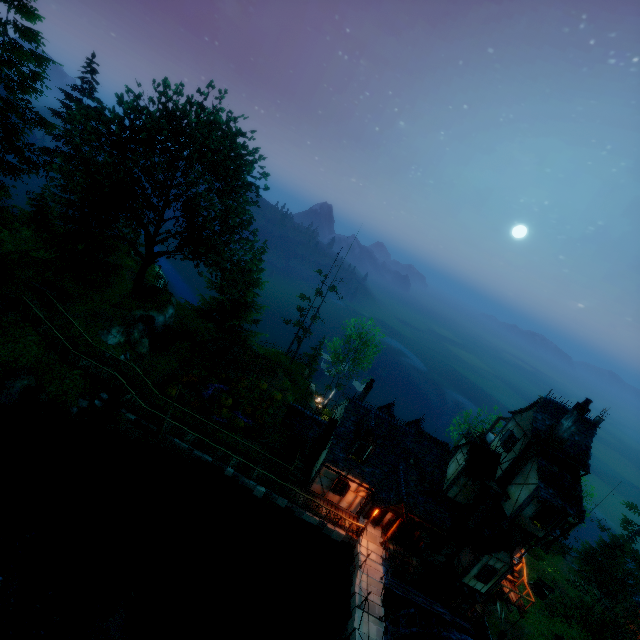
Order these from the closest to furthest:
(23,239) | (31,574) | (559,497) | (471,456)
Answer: (31,574) → (559,497) → (471,456) → (23,239)

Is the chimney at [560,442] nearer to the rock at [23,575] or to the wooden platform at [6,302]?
the rock at [23,575]

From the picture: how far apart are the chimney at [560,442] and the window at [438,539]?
9.3 meters

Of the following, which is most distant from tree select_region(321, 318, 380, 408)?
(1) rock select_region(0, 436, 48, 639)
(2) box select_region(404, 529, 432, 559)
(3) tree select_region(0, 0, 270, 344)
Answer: (1) rock select_region(0, 436, 48, 639)

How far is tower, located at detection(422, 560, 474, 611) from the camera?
22.94m

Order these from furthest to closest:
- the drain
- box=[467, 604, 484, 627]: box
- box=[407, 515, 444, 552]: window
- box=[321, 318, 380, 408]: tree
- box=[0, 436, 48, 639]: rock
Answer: box=[321, 318, 380, 408]: tree → box=[467, 604, 484, 627]: box → box=[407, 515, 444, 552]: window → the drain → box=[0, 436, 48, 639]: rock

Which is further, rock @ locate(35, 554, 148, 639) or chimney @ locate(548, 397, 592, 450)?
chimney @ locate(548, 397, 592, 450)

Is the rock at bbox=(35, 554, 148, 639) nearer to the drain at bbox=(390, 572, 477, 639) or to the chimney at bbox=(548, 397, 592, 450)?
the drain at bbox=(390, 572, 477, 639)
